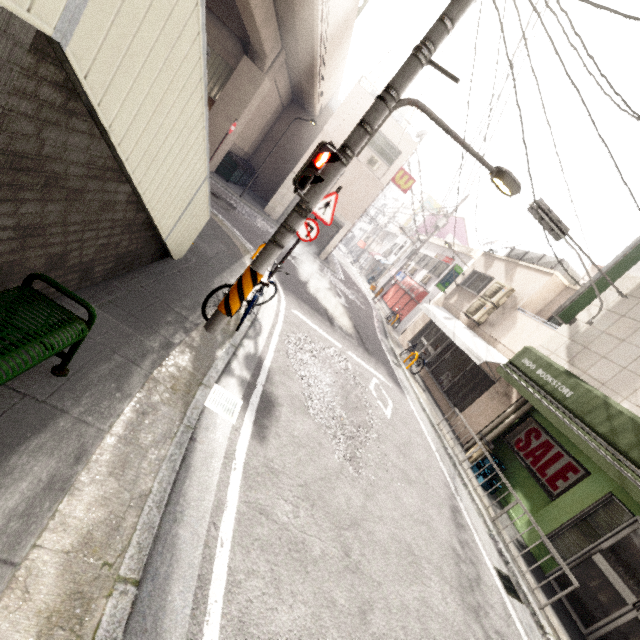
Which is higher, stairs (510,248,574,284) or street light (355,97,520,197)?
stairs (510,248,574,284)

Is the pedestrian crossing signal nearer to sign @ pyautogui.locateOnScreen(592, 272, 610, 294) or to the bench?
the bench

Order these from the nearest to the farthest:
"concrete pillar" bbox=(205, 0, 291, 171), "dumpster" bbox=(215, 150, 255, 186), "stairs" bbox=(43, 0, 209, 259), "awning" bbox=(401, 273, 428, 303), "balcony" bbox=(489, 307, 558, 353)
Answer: "stairs" bbox=(43, 0, 209, 259) < "balcony" bbox=(489, 307, 558, 353) < "concrete pillar" bbox=(205, 0, 291, 171) < "dumpster" bbox=(215, 150, 255, 186) < "awning" bbox=(401, 273, 428, 303)

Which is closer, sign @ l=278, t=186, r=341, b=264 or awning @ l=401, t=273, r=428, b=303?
sign @ l=278, t=186, r=341, b=264

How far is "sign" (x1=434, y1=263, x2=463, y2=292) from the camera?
15.57m

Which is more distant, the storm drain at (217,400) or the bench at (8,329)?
the storm drain at (217,400)

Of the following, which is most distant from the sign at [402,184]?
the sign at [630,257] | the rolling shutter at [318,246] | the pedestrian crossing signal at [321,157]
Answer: the pedestrian crossing signal at [321,157]

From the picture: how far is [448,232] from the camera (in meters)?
32.50
